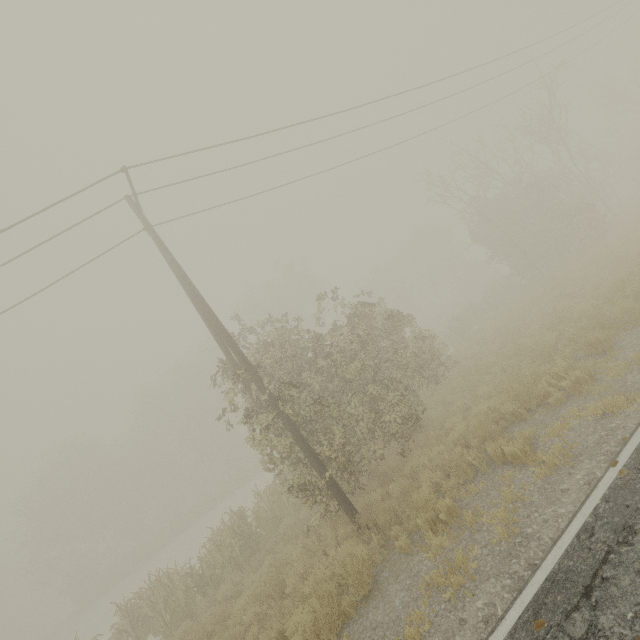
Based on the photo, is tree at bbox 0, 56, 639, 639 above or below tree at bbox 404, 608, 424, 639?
above

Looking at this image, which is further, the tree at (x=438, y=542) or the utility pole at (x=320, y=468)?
the utility pole at (x=320, y=468)

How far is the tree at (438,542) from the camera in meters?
5.7 m

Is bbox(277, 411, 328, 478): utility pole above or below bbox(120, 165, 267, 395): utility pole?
below

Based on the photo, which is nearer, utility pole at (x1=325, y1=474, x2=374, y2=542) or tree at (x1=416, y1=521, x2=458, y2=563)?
tree at (x1=416, y1=521, x2=458, y2=563)

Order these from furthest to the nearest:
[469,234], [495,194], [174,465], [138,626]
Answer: [174,465] → [469,234] → [495,194] → [138,626]

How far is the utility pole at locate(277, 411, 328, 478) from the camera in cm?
837
